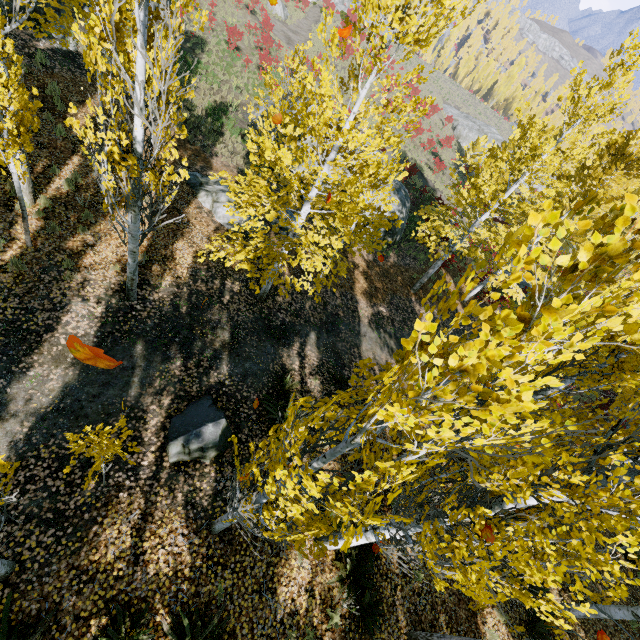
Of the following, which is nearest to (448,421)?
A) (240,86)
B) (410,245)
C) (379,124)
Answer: (379,124)

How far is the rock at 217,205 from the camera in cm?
1151

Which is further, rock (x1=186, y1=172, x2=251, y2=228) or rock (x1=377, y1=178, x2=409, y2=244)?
rock (x1=377, y1=178, x2=409, y2=244)

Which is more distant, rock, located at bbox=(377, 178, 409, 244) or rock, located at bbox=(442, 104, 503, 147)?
rock, located at bbox=(442, 104, 503, 147)

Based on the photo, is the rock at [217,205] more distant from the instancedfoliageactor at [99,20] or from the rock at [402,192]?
the rock at [402,192]

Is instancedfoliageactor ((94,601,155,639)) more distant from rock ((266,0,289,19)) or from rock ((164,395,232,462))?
rock ((266,0,289,19))

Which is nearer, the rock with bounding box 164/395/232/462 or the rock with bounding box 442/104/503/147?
the rock with bounding box 164/395/232/462

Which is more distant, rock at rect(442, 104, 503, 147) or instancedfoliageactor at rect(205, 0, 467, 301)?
rock at rect(442, 104, 503, 147)
